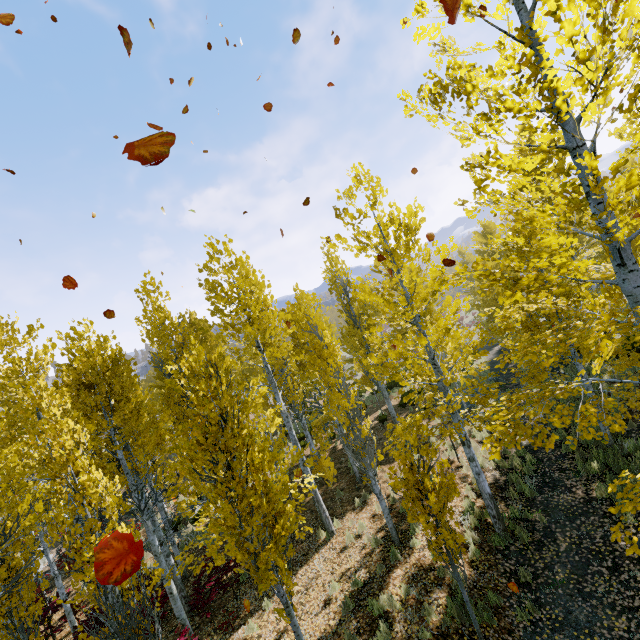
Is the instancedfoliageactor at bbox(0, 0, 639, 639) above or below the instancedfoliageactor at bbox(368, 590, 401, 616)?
above

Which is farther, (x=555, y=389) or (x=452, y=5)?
(x=555, y=389)

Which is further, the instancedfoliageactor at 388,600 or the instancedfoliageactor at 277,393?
the instancedfoliageactor at 388,600

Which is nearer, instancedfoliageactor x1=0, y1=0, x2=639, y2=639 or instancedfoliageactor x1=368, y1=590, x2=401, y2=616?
instancedfoliageactor x1=0, y1=0, x2=639, y2=639

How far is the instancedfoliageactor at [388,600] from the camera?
7.0m

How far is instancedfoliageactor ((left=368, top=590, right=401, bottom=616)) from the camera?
7.0m
